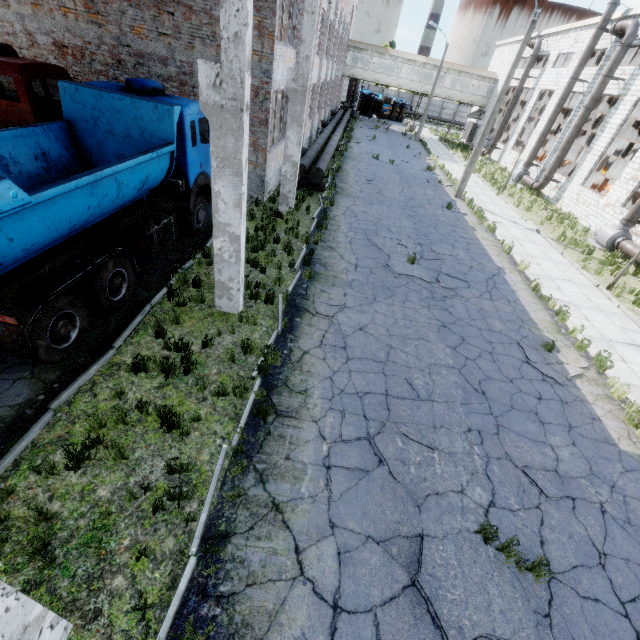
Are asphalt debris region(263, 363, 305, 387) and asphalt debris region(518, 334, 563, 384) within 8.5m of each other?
yes

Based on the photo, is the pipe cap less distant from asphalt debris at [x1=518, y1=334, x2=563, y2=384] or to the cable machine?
asphalt debris at [x1=518, y1=334, x2=563, y2=384]

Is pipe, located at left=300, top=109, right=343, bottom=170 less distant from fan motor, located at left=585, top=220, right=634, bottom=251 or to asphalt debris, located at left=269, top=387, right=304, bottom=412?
asphalt debris, located at left=269, top=387, right=304, bottom=412

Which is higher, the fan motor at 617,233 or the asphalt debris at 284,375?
the fan motor at 617,233

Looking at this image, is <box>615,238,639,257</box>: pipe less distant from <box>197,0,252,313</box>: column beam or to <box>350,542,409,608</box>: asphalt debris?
<box>350,542,409,608</box>: asphalt debris

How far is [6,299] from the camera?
5.1 meters

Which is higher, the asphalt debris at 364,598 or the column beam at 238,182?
the column beam at 238,182

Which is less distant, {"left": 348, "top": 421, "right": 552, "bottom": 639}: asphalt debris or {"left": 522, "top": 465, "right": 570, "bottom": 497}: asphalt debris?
{"left": 348, "top": 421, "right": 552, "bottom": 639}: asphalt debris
